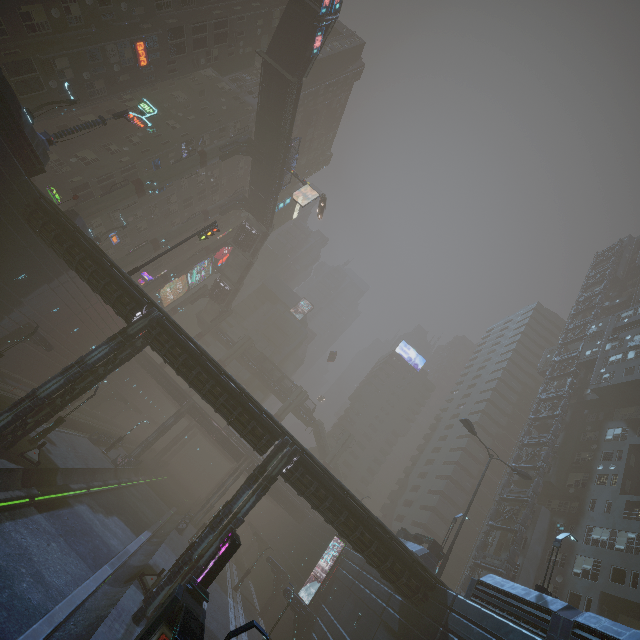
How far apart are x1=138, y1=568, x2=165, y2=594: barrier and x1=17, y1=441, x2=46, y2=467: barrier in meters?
10.0

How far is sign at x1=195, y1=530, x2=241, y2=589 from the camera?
15.1m

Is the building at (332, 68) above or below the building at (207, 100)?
above

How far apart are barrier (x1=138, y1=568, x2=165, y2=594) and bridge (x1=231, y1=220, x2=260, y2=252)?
46.17m

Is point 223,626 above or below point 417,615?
below

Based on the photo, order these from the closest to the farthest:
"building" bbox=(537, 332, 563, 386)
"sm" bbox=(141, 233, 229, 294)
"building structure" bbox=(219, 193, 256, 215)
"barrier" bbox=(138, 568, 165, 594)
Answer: "barrier" bbox=(138, 568, 165, 594) → "building structure" bbox=(219, 193, 256, 215) → "sm" bbox=(141, 233, 229, 294) → "building" bbox=(537, 332, 563, 386)

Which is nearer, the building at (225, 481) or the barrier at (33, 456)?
the barrier at (33, 456)

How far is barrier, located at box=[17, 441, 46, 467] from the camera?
21.2 meters
